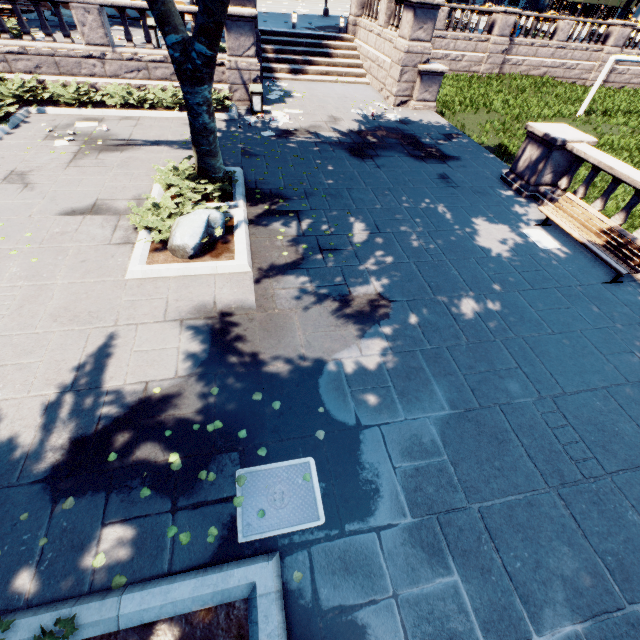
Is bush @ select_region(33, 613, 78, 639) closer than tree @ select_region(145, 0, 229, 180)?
Yes

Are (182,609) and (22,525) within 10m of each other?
yes

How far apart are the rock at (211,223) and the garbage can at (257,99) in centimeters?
895cm

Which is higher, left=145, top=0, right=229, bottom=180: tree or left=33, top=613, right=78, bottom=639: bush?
left=145, top=0, right=229, bottom=180: tree

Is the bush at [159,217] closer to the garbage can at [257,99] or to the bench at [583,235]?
the garbage can at [257,99]

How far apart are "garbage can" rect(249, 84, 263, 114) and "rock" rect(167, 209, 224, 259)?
8.95m

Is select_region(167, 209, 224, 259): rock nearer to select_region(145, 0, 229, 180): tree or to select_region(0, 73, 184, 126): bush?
select_region(145, 0, 229, 180): tree

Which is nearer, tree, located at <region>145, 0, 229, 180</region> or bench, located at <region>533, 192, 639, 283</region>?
→ tree, located at <region>145, 0, 229, 180</region>
